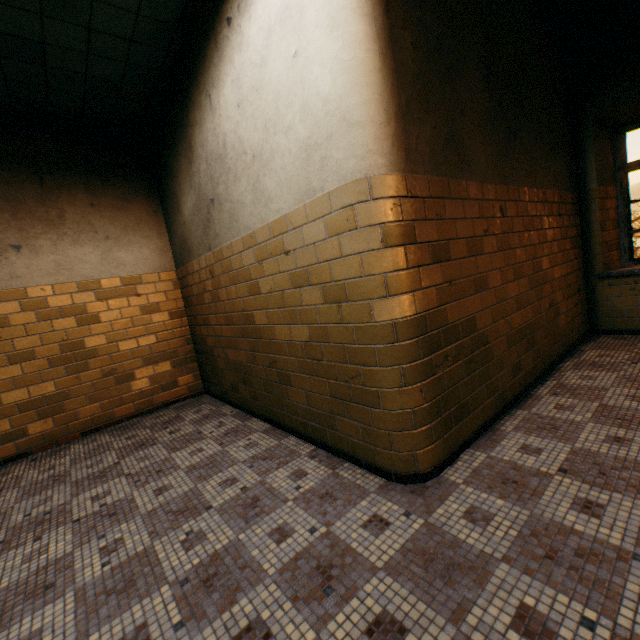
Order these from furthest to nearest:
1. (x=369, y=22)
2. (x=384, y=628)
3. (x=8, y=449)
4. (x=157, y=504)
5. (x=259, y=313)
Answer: (x=8, y=449) < (x=259, y=313) < (x=157, y=504) < (x=369, y=22) < (x=384, y=628)
